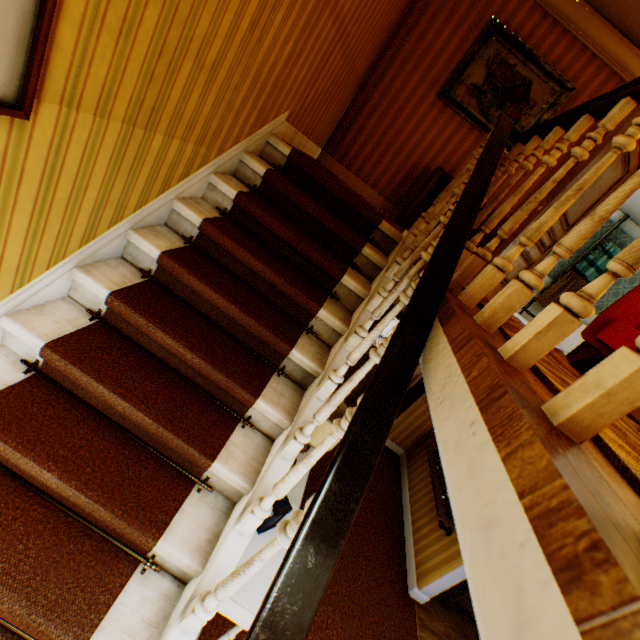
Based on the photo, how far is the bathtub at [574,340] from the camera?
8.2 meters

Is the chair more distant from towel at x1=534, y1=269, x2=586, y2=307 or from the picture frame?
towel at x1=534, y1=269, x2=586, y2=307

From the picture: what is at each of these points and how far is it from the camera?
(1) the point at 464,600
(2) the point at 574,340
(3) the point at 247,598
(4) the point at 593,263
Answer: (1) heater, 4.5 meters
(2) bathtub, 8.4 meters
(3) cabinet, 2.0 meters
(4) towel, 8.1 meters

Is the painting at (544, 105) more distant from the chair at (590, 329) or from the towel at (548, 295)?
the towel at (548, 295)

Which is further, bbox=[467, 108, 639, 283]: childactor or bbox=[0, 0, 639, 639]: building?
bbox=[467, 108, 639, 283]: childactor

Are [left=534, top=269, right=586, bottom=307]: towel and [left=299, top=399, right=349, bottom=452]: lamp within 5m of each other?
no

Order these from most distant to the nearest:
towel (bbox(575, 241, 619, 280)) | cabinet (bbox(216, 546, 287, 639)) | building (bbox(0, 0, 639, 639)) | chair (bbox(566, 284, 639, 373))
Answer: towel (bbox(575, 241, 619, 280)) < chair (bbox(566, 284, 639, 373)) < cabinet (bbox(216, 546, 287, 639)) < building (bbox(0, 0, 639, 639))

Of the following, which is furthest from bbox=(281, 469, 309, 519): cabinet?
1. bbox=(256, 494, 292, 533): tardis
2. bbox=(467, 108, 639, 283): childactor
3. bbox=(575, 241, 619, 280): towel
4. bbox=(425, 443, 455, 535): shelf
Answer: bbox=(575, 241, 619, 280): towel
